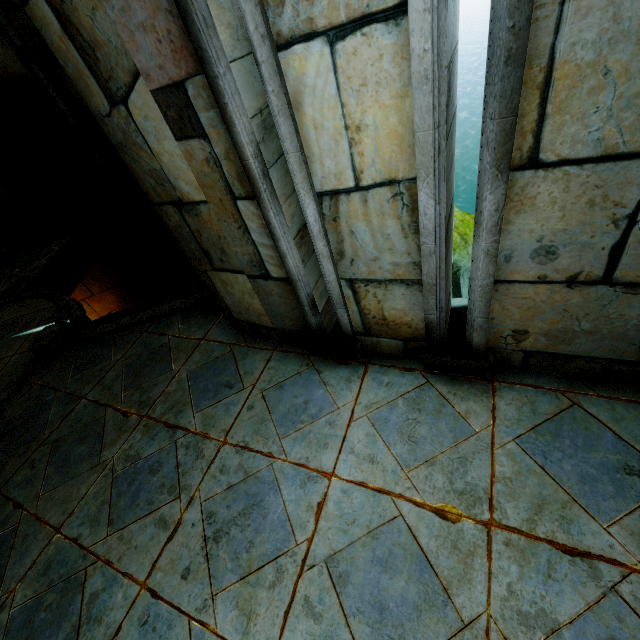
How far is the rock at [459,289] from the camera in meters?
7.8 m

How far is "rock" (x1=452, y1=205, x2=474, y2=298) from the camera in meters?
7.8

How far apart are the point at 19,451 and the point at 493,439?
4.12m
